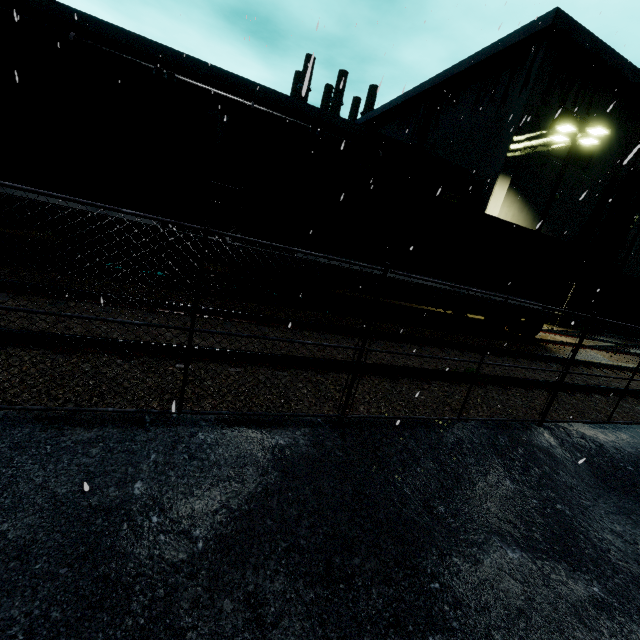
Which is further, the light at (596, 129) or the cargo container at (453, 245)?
the light at (596, 129)

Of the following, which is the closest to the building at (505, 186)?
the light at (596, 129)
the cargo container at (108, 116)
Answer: the cargo container at (108, 116)

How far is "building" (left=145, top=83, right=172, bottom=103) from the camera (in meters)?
20.23

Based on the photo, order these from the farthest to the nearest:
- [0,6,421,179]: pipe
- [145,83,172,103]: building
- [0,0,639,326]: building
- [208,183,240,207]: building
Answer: [145,83,172,103]: building, [0,0,639,326]: building, [0,6,421,179]: pipe, [208,183,240,207]: building

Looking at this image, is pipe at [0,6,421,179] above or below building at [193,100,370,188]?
above

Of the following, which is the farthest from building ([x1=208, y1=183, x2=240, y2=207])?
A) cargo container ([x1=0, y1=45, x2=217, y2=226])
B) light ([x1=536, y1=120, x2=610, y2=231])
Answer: light ([x1=536, y1=120, x2=610, y2=231])

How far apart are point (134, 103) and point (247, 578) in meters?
8.6
